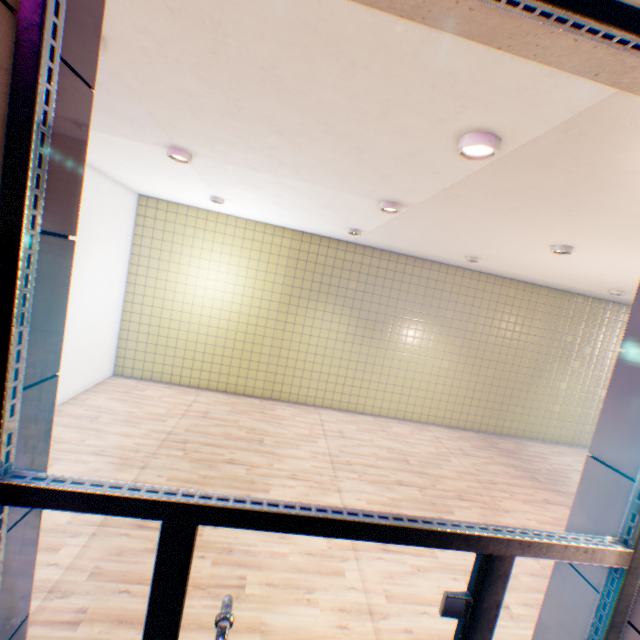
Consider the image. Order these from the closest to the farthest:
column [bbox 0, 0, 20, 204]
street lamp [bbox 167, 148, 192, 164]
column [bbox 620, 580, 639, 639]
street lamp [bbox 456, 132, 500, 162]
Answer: column [bbox 0, 0, 20, 204], column [bbox 620, 580, 639, 639], street lamp [bbox 456, 132, 500, 162], street lamp [bbox 167, 148, 192, 164]

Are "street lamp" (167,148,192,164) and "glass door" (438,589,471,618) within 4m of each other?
no

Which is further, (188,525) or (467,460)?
(467,460)

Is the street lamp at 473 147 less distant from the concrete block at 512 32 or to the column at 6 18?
the concrete block at 512 32

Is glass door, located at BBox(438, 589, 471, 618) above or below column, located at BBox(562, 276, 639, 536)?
below

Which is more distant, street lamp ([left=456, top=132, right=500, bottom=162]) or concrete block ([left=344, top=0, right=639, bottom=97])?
street lamp ([left=456, top=132, right=500, bottom=162])

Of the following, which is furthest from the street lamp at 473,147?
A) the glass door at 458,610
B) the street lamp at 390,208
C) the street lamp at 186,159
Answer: the street lamp at 186,159

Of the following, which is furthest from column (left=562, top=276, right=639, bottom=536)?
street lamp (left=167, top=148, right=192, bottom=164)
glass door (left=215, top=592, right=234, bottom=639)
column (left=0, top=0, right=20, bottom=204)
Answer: street lamp (left=167, top=148, right=192, bottom=164)
